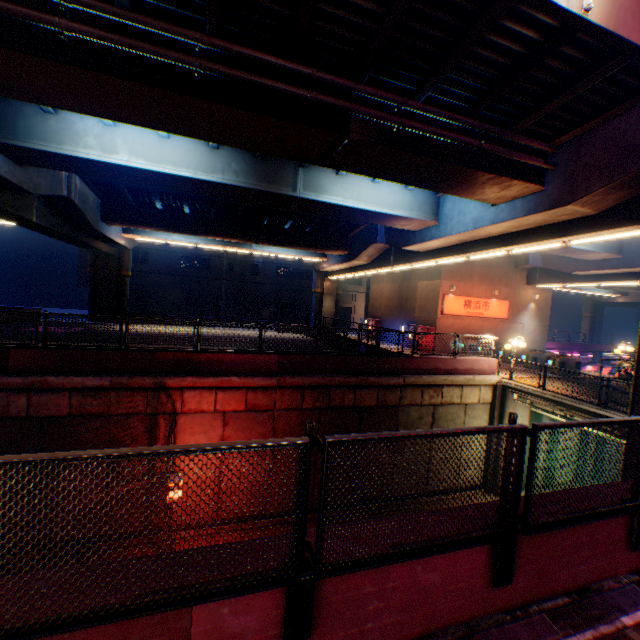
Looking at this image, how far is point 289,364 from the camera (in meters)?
13.75

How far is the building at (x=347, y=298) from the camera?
49.78m

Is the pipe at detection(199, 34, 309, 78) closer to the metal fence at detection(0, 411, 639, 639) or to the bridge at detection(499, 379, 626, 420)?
the metal fence at detection(0, 411, 639, 639)

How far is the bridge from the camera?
12.6 meters

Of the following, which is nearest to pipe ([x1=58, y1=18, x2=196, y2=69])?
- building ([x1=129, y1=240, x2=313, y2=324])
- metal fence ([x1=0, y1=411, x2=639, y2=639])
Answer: metal fence ([x1=0, y1=411, x2=639, y2=639])

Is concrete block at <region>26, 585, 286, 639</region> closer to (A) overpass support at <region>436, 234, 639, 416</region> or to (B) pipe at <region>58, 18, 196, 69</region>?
(A) overpass support at <region>436, 234, 639, 416</region>

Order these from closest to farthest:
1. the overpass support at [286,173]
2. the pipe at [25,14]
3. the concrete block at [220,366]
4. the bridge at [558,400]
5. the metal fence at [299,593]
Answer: the metal fence at [299,593] → the pipe at [25,14] → the overpass support at [286,173] → the concrete block at [220,366] → the bridge at [558,400]

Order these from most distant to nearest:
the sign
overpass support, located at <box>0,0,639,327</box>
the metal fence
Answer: the sign < overpass support, located at <box>0,0,639,327</box> < the metal fence
